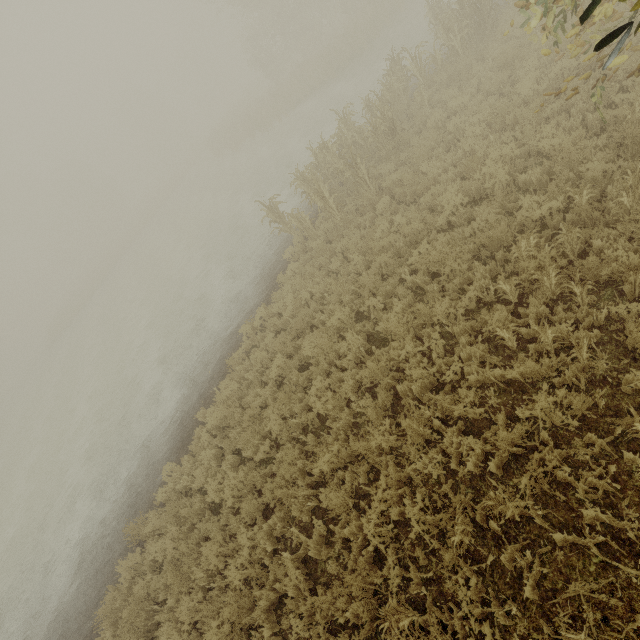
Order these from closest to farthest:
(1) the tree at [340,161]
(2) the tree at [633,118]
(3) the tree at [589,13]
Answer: (3) the tree at [589,13]
(2) the tree at [633,118]
(1) the tree at [340,161]

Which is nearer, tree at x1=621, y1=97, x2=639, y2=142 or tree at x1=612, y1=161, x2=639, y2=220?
tree at x1=612, y1=161, x2=639, y2=220

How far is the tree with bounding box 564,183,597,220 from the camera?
5.3 meters

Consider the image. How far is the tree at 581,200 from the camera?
5.3m

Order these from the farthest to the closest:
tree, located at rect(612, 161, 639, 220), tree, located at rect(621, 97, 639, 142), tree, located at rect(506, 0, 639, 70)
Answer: tree, located at rect(621, 97, 639, 142), tree, located at rect(612, 161, 639, 220), tree, located at rect(506, 0, 639, 70)

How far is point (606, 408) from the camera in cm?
420

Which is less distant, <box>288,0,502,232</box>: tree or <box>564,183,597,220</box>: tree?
<box>564,183,597,220</box>: tree
